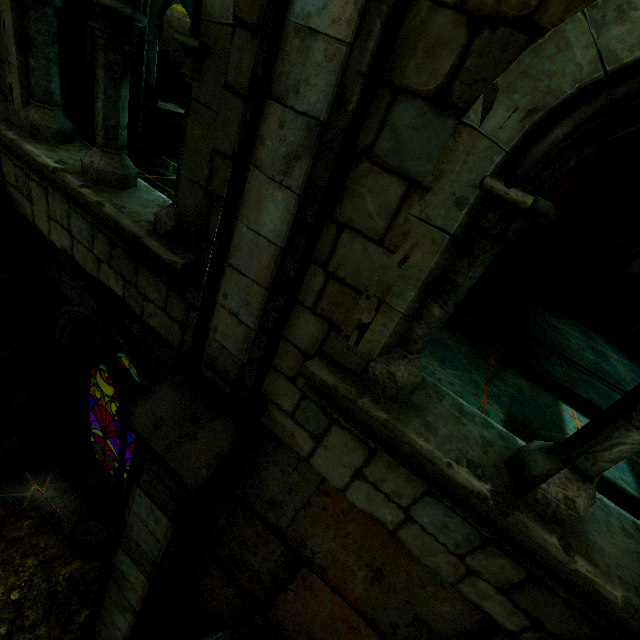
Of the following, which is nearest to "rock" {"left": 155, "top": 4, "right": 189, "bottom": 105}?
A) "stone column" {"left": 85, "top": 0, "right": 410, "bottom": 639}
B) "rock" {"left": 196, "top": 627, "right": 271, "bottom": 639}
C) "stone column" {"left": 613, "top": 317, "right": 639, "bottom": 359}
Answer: "stone column" {"left": 613, "top": 317, "right": 639, "bottom": 359}

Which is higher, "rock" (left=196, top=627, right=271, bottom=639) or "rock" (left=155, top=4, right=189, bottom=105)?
"rock" (left=155, top=4, right=189, bottom=105)

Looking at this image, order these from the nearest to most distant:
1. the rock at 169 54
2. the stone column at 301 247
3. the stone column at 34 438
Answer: the stone column at 301 247 → the stone column at 34 438 → the rock at 169 54

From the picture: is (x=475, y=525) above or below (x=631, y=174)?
below

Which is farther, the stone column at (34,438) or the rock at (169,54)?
the rock at (169,54)

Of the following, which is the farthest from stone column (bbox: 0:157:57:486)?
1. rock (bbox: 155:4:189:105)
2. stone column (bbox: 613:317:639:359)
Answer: stone column (bbox: 613:317:639:359)

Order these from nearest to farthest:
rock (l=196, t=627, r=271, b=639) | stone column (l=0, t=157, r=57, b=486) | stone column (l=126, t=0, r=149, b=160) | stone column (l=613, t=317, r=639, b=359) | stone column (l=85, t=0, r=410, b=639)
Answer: stone column (l=85, t=0, r=410, b=639), rock (l=196, t=627, r=271, b=639), stone column (l=0, t=157, r=57, b=486), stone column (l=126, t=0, r=149, b=160), stone column (l=613, t=317, r=639, b=359)

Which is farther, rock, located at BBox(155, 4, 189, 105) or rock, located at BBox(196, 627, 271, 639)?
rock, located at BBox(155, 4, 189, 105)
